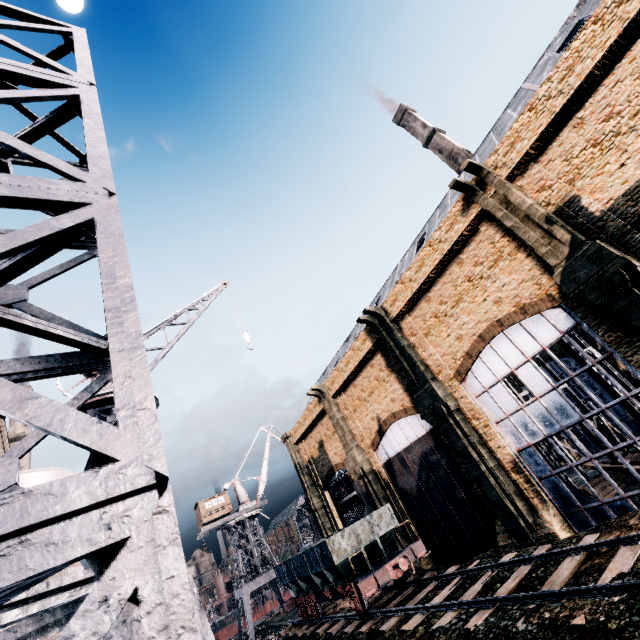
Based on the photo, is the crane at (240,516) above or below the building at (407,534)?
above

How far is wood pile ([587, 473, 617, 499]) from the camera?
22.9m

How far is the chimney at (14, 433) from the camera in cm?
4684

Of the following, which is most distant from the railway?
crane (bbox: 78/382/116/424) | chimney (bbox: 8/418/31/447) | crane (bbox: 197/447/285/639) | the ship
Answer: chimney (bbox: 8/418/31/447)

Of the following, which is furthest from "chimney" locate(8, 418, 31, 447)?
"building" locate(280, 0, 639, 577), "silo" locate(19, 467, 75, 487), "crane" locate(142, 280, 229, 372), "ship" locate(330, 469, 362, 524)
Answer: "crane" locate(142, 280, 229, 372)

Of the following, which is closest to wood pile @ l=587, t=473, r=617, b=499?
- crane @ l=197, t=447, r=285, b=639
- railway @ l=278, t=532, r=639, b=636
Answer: railway @ l=278, t=532, r=639, b=636

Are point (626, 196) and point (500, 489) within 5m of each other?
no

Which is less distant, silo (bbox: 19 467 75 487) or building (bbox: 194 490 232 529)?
silo (bbox: 19 467 75 487)
